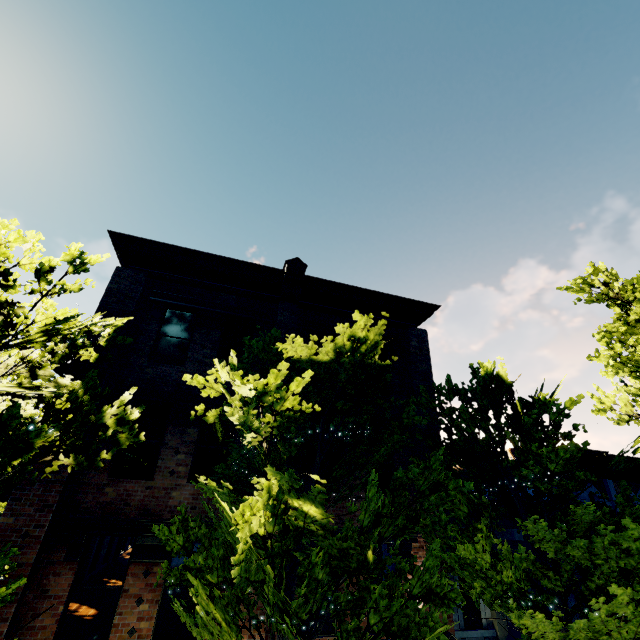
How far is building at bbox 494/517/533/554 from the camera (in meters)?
10.07

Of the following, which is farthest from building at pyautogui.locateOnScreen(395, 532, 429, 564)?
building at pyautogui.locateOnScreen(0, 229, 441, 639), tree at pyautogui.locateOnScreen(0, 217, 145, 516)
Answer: Result: building at pyautogui.locateOnScreen(0, 229, 441, 639)

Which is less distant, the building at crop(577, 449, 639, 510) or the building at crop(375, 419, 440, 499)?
the building at crop(375, 419, 440, 499)

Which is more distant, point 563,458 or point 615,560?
point 563,458

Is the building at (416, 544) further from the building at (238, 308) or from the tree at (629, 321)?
the building at (238, 308)

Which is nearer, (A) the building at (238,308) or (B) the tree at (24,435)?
(B) the tree at (24,435)

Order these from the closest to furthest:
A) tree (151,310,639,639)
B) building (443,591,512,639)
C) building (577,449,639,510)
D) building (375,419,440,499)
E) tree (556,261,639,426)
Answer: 1. tree (151,310,639,639)
2. building (443,591,512,639)
3. building (375,419,440,499)
4. tree (556,261,639,426)
5. building (577,449,639,510)
